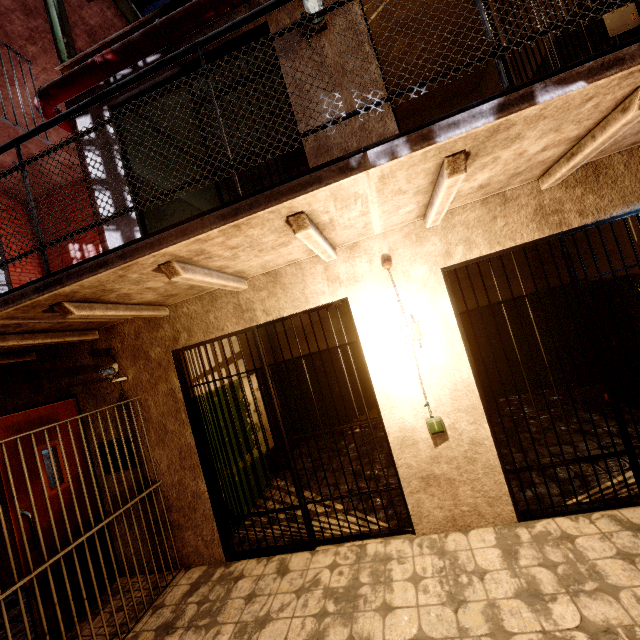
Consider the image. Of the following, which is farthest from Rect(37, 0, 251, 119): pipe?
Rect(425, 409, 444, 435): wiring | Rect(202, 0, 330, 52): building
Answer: Rect(425, 409, 444, 435): wiring

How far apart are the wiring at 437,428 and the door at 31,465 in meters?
3.8

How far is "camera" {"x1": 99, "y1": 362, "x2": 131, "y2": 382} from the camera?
3.4 meters

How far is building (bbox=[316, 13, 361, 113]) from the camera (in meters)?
3.15

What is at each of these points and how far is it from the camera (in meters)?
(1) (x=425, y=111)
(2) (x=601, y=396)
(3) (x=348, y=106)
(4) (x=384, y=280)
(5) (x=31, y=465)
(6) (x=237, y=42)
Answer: (1) building, 6.41
(2) metal bar, 2.74
(3) building, 3.16
(4) building, 3.11
(5) door, 3.18
(6) metal bar, 3.43

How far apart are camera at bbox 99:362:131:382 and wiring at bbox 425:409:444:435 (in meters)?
3.23

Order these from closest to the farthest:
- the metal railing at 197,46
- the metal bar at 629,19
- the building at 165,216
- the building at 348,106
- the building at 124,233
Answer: the metal railing at 197,46 < the metal bar at 629,19 < the building at 348,106 < the building at 124,233 < the building at 165,216
